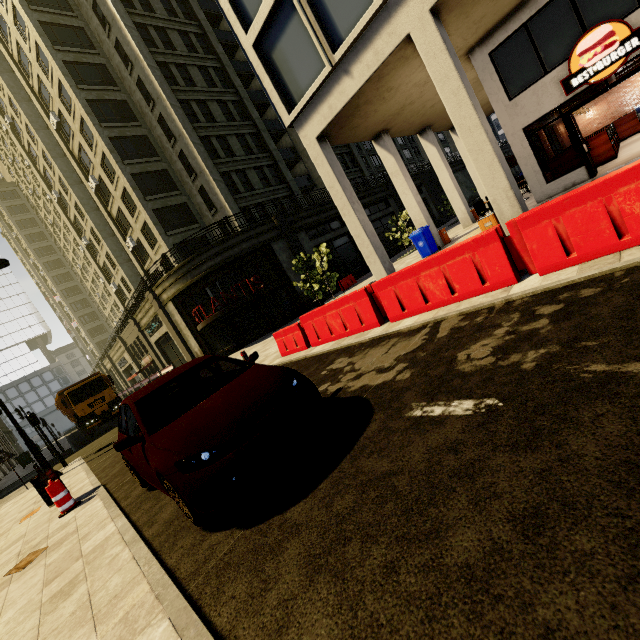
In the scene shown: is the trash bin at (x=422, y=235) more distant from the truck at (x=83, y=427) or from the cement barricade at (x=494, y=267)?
the truck at (x=83, y=427)

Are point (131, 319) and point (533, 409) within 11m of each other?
no

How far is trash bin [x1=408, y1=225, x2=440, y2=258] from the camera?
14.5 meters

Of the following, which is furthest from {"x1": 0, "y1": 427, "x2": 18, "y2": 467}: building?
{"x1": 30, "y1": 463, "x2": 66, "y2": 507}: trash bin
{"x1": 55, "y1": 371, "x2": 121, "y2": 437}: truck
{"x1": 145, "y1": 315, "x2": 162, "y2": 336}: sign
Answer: {"x1": 30, "y1": 463, "x2": 66, "y2": 507}: trash bin

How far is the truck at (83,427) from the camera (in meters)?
19.41

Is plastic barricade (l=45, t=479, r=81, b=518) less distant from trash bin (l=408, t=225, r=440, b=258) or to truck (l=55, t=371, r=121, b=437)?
trash bin (l=408, t=225, r=440, b=258)

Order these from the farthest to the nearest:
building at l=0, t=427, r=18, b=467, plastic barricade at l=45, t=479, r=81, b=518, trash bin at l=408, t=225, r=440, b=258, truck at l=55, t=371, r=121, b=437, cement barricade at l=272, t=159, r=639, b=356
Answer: building at l=0, t=427, r=18, b=467 < truck at l=55, t=371, r=121, b=437 < trash bin at l=408, t=225, r=440, b=258 < plastic barricade at l=45, t=479, r=81, b=518 < cement barricade at l=272, t=159, r=639, b=356

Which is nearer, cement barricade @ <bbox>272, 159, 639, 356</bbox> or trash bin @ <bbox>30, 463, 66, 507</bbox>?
cement barricade @ <bbox>272, 159, 639, 356</bbox>
